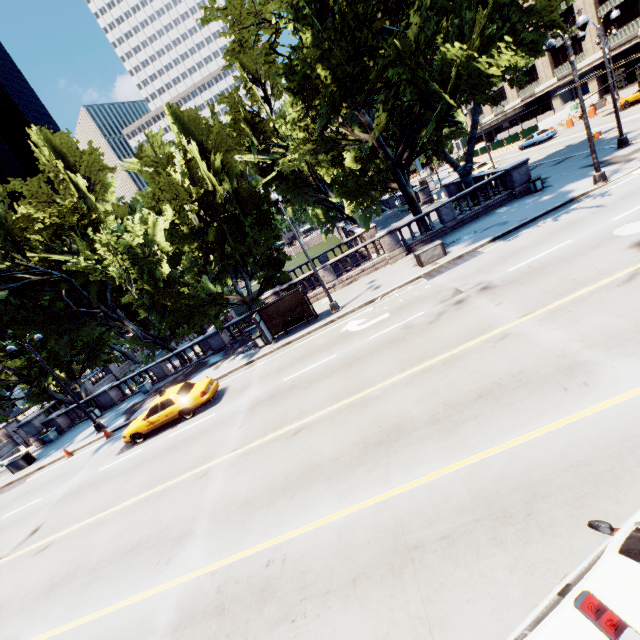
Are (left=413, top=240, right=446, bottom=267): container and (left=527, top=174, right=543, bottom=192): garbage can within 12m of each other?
yes

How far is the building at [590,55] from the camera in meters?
45.8

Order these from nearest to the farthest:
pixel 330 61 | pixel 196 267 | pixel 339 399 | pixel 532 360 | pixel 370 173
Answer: pixel 532 360 < pixel 339 399 < pixel 330 61 < pixel 370 173 < pixel 196 267

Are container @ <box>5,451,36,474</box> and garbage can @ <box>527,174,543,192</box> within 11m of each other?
no

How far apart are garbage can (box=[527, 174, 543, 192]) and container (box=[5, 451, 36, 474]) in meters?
38.4

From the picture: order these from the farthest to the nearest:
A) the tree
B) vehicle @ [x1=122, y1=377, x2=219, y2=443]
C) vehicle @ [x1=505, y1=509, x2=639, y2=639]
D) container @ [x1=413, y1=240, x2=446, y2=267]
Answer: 1. container @ [x1=413, y1=240, x2=446, y2=267]
2. vehicle @ [x1=122, y1=377, x2=219, y2=443]
3. the tree
4. vehicle @ [x1=505, y1=509, x2=639, y2=639]

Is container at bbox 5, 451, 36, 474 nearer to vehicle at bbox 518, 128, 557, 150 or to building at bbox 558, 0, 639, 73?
vehicle at bbox 518, 128, 557, 150

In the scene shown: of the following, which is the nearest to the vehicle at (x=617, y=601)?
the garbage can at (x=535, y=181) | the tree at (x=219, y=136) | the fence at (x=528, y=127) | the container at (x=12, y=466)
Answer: the tree at (x=219, y=136)
